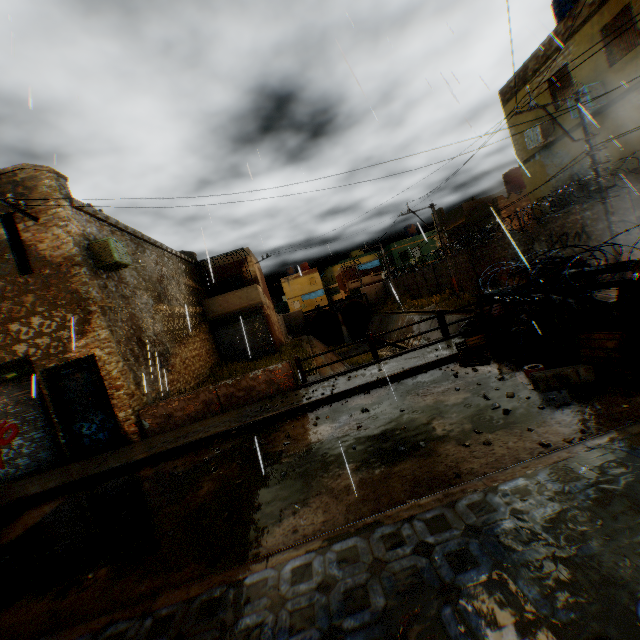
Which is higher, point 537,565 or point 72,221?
point 72,221

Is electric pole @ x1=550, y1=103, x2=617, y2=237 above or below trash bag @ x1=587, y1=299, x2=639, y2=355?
above

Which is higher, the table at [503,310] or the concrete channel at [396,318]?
the table at [503,310]

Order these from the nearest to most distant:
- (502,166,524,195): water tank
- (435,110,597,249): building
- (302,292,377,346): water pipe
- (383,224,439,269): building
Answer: (435,110,597,249): building → (502,166,524,195): water tank → (302,292,377,346): water pipe → (383,224,439,269): building

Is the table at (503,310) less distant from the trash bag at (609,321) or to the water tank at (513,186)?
the trash bag at (609,321)

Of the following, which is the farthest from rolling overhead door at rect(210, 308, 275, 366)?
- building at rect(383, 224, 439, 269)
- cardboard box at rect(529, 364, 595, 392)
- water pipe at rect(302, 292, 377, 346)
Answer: building at rect(383, 224, 439, 269)

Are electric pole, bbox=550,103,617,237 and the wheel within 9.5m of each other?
yes

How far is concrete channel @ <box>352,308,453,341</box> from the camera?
23.6m
